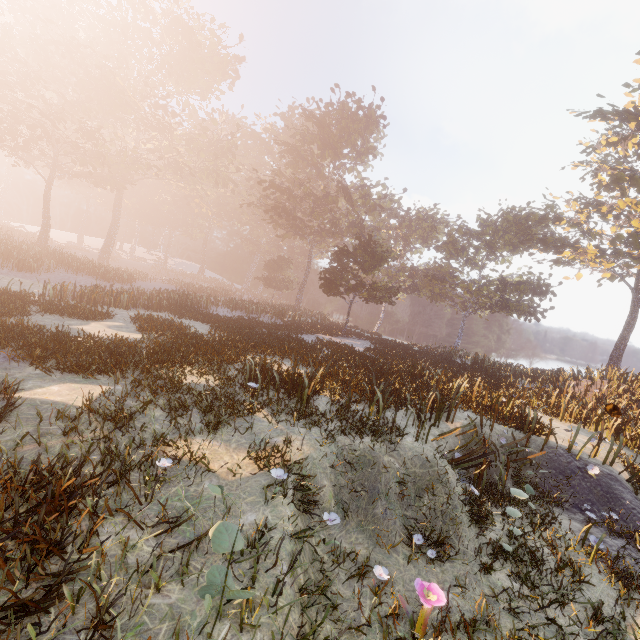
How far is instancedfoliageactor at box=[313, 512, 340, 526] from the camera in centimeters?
512cm

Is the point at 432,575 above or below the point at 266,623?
below

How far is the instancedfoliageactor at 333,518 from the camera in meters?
5.1 m
